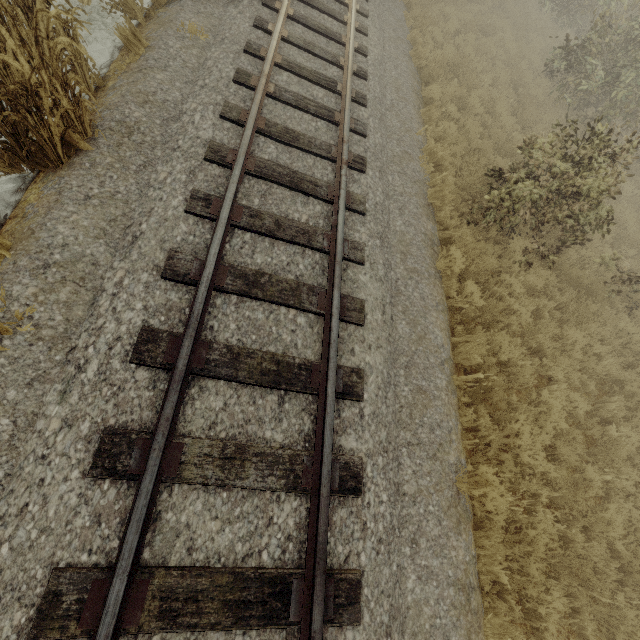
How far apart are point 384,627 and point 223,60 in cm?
813
